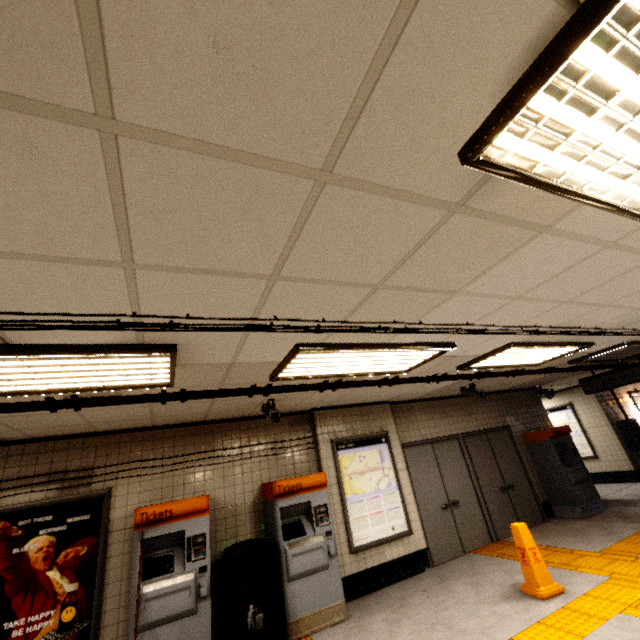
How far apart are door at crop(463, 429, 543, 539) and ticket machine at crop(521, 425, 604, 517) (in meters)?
0.45

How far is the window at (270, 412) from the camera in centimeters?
461cm

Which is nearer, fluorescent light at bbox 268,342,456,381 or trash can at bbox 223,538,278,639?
fluorescent light at bbox 268,342,456,381

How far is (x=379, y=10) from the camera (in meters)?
0.86

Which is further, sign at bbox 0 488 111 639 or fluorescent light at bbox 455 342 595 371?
fluorescent light at bbox 455 342 595 371

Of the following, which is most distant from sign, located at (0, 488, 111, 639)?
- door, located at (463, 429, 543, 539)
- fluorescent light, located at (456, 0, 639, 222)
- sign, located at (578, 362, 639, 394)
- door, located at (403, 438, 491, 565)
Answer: sign, located at (578, 362, 639, 394)

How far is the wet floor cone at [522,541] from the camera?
4.1m

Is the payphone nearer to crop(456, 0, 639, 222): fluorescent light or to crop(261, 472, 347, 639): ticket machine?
crop(261, 472, 347, 639): ticket machine
